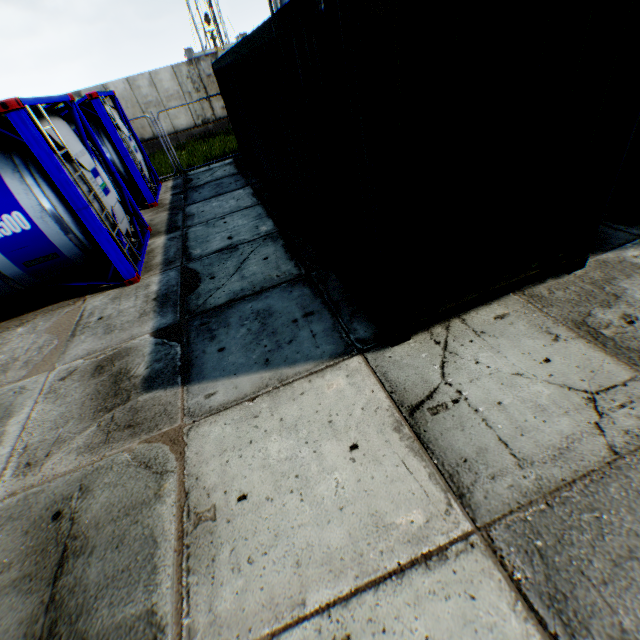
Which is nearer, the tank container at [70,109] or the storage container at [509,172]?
the storage container at [509,172]

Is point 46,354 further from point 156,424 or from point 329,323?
point 329,323

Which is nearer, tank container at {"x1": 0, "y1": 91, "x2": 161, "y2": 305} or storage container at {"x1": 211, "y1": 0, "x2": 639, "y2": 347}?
storage container at {"x1": 211, "y1": 0, "x2": 639, "y2": 347}
